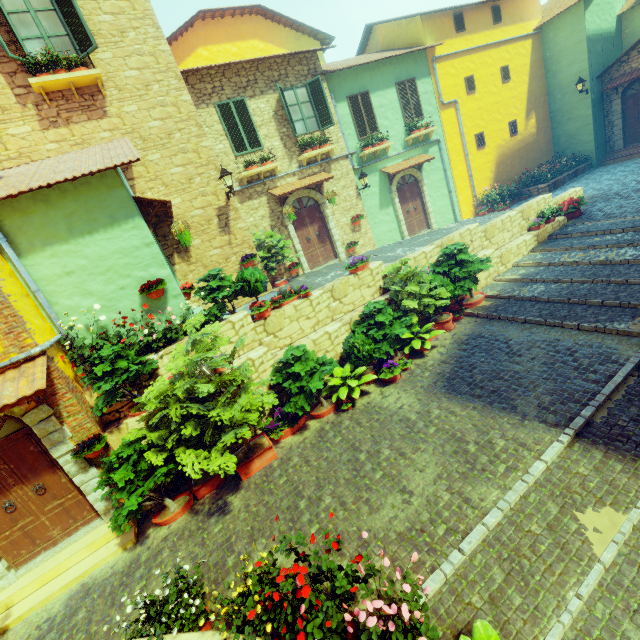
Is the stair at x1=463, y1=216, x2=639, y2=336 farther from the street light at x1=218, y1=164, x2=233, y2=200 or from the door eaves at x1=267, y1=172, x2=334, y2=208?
the street light at x1=218, y1=164, x2=233, y2=200

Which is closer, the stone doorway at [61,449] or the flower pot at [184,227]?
the stone doorway at [61,449]

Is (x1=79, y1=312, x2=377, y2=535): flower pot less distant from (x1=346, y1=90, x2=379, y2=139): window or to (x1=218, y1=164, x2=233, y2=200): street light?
(x1=218, y1=164, x2=233, y2=200): street light

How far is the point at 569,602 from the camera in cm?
326

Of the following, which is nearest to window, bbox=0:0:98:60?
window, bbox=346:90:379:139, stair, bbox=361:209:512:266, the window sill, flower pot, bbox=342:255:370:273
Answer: the window sill

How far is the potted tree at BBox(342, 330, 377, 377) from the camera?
7.7m

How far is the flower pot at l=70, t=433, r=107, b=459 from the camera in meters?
5.8 m

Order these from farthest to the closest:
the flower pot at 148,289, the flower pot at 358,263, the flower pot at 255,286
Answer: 1. the flower pot at 358,263
2. the flower pot at 255,286
3. the flower pot at 148,289
